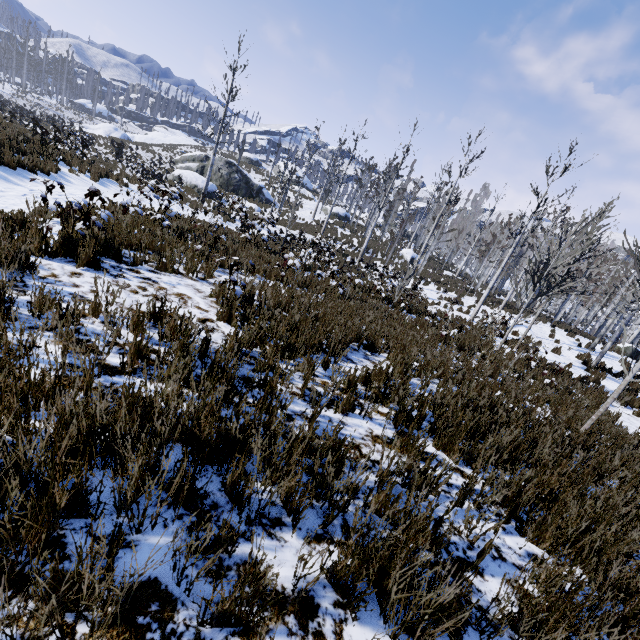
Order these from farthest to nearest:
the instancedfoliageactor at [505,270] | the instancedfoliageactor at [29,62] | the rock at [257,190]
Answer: the instancedfoliageactor at [29,62]
the rock at [257,190]
the instancedfoliageactor at [505,270]

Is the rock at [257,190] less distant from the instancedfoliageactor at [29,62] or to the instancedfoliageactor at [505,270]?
the instancedfoliageactor at [505,270]

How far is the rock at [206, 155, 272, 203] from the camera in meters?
31.3

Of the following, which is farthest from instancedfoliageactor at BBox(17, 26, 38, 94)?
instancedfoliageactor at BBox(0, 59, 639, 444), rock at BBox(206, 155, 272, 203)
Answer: rock at BBox(206, 155, 272, 203)

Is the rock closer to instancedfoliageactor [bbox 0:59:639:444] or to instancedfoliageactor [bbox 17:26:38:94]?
instancedfoliageactor [bbox 0:59:639:444]

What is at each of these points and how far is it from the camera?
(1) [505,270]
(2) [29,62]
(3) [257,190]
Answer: (1) instancedfoliageactor, 15.02m
(2) instancedfoliageactor, 57.28m
(3) rock, 32.78m

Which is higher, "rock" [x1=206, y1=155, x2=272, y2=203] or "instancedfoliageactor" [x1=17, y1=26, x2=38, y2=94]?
"instancedfoliageactor" [x1=17, y1=26, x2=38, y2=94]

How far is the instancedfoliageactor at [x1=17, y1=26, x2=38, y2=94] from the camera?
55.69m
